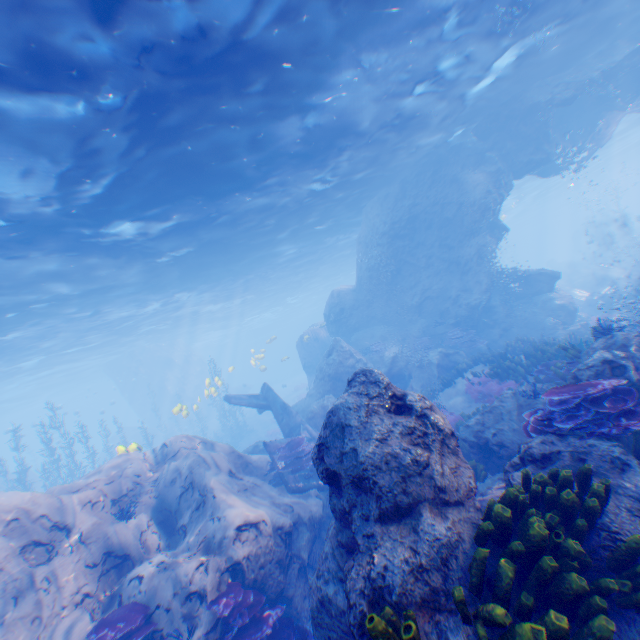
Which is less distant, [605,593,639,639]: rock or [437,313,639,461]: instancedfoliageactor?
[605,593,639,639]: rock

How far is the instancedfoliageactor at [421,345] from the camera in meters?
18.5

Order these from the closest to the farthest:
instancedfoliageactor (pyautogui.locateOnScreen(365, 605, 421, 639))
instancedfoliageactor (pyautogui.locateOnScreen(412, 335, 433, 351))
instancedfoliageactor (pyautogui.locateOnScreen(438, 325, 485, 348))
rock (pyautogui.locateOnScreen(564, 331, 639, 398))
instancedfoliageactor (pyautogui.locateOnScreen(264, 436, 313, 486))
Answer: instancedfoliageactor (pyautogui.locateOnScreen(365, 605, 421, 639)) < rock (pyautogui.locateOnScreen(564, 331, 639, 398)) < instancedfoliageactor (pyautogui.locateOnScreen(264, 436, 313, 486)) < instancedfoliageactor (pyautogui.locateOnScreen(438, 325, 485, 348)) < instancedfoliageactor (pyautogui.locateOnScreen(412, 335, 433, 351))

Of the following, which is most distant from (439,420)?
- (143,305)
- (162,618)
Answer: (143,305)

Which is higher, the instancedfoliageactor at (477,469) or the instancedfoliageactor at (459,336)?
the instancedfoliageactor at (459,336)

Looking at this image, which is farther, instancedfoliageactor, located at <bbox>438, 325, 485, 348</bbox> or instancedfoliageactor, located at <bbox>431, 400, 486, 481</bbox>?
instancedfoliageactor, located at <bbox>438, 325, 485, 348</bbox>

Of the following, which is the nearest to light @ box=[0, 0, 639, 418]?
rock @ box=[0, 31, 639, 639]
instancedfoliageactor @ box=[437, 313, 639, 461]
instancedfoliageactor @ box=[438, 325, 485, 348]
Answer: rock @ box=[0, 31, 639, 639]

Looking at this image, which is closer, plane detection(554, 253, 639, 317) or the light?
the light
